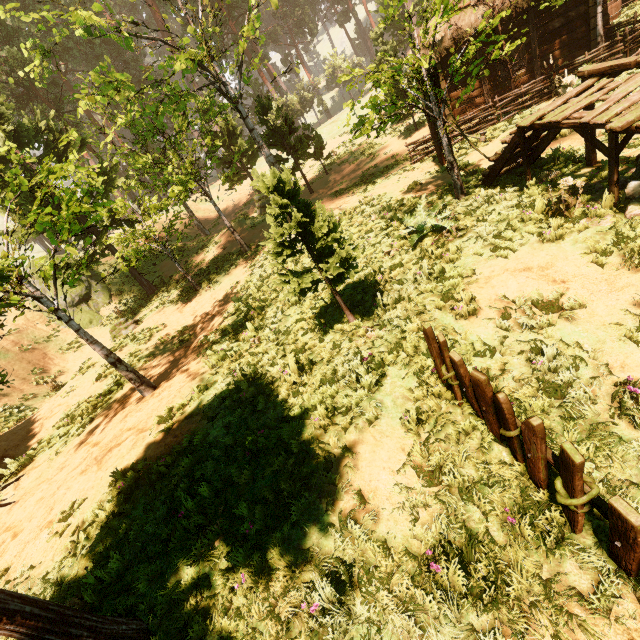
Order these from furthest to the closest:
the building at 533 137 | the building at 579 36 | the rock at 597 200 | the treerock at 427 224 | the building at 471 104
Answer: the building at 471 104
the building at 579 36
the treerock at 427 224
the rock at 597 200
the building at 533 137

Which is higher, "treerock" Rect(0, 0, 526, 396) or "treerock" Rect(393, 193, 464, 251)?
"treerock" Rect(0, 0, 526, 396)

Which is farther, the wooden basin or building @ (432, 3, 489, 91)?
the wooden basin

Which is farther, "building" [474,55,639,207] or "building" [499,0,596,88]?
"building" [499,0,596,88]

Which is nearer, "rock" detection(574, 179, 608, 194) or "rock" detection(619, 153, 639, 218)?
"rock" detection(619, 153, 639, 218)

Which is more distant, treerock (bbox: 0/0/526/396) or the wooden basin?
the wooden basin

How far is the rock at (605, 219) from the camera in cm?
561

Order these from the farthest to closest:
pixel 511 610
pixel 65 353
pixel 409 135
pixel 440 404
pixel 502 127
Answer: pixel 409 135 → pixel 65 353 → pixel 502 127 → pixel 440 404 → pixel 511 610
